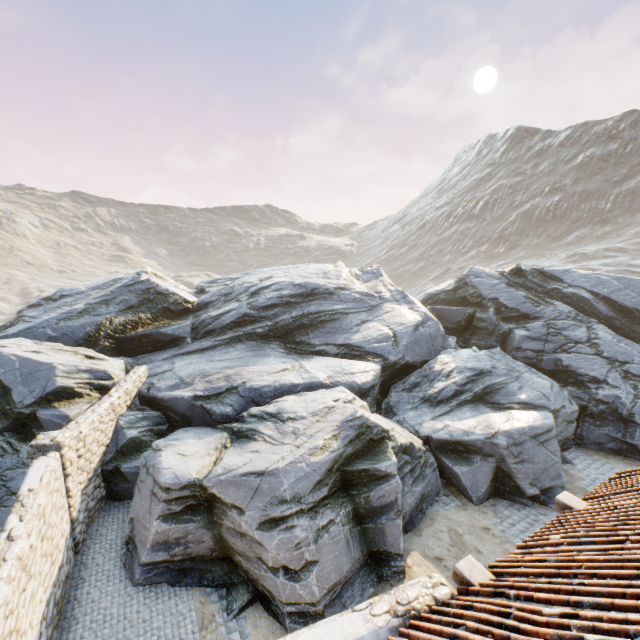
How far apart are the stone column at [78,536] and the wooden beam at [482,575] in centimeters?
883cm

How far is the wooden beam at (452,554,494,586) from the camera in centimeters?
462cm

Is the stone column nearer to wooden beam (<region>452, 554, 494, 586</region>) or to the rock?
the rock

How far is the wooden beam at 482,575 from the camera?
4.6 meters

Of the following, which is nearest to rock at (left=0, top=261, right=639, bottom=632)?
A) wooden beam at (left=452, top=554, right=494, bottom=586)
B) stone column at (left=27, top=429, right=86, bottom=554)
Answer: stone column at (left=27, top=429, right=86, bottom=554)

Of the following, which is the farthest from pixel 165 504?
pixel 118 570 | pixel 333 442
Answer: pixel 333 442

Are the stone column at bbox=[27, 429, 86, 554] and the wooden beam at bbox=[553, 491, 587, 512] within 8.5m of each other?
no

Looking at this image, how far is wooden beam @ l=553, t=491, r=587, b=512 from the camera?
6.0m
